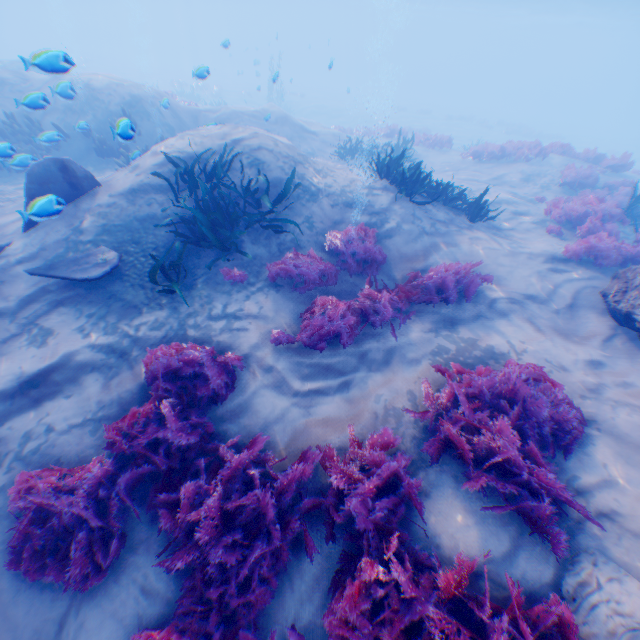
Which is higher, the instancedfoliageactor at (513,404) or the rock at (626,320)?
the rock at (626,320)

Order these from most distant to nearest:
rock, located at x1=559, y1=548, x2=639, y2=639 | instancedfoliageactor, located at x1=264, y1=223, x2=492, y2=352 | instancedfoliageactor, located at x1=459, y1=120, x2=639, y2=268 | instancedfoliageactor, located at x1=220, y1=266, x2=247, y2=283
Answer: instancedfoliageactor, located at x1=459, y1=120, x2=639, y2=268
instancedfoliageactor, located at x1=220, y1=266, x2=247, y2=283
instancedfoliageactor, located at x1=264, y1=223, x2=492, y2=352
rock, located at x1=559, y1=548, x2=639, y2=639

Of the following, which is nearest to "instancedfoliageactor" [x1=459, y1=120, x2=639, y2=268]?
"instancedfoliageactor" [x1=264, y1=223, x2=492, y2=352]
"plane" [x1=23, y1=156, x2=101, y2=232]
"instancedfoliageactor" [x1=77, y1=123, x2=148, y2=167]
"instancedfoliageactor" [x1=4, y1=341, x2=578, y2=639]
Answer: "instancedfoliageactor" [x1=264, y1=223, x2=492, y2=352]

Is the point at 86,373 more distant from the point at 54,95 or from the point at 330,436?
the point at 54,95

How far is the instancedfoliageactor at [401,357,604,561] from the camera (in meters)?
3.41

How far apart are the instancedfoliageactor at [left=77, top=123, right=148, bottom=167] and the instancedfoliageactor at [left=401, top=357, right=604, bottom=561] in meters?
11.9

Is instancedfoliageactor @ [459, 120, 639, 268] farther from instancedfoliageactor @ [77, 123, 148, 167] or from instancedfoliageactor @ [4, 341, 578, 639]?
instancedfoliageactor @ [77, 123, 148, 167]

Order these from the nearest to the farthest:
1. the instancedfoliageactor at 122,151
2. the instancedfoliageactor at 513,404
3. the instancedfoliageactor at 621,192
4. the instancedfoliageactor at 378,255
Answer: the instancedfoliageactor at 513,404 → the instancedfoliageactor at 378,255 → the instancedfoliageactor at 621,192 → the instancedfoliageactor at 122,151
